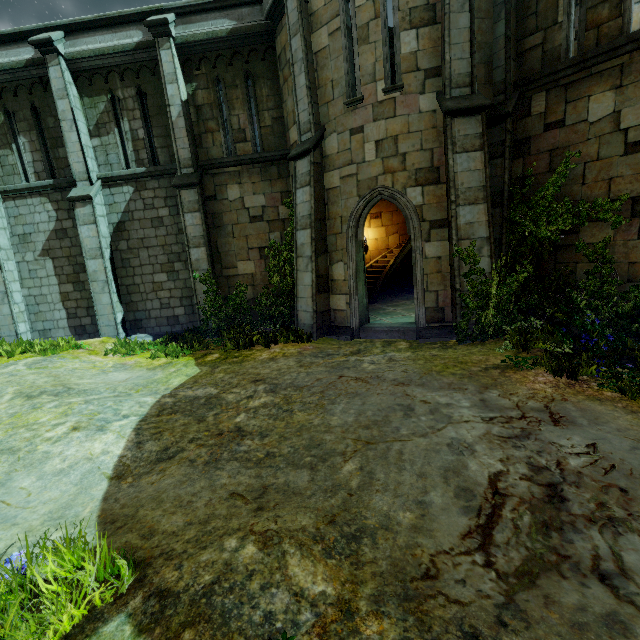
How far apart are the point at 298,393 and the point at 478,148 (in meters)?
6.81

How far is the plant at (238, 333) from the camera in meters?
9.2 m

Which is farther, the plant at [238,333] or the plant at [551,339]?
the plant at [238,333]

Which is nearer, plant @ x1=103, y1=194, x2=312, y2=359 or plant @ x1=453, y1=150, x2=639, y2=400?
plant @ x1=453, y1=150, x2=639, y2=400

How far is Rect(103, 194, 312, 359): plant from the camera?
9.2 meters
